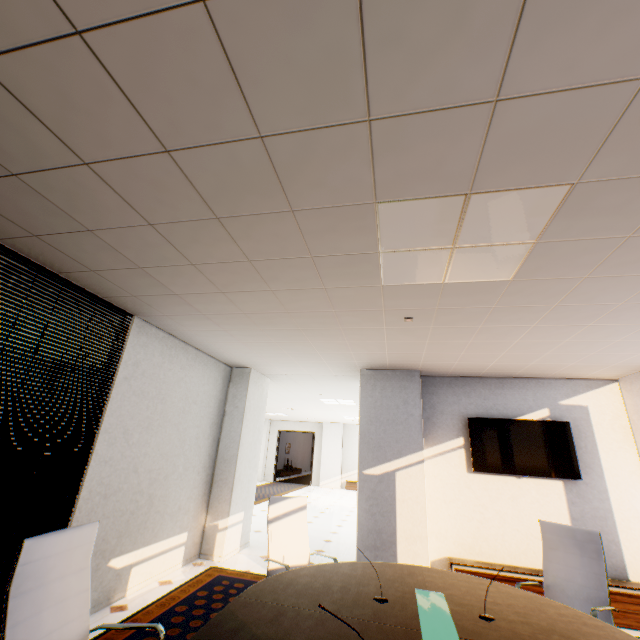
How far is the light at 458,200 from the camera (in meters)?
1.83

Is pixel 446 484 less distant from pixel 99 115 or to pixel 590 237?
pixel 590 237

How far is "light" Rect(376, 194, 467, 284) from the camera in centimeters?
183cm

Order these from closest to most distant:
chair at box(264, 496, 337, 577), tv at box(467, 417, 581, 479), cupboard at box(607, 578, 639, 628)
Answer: chair at box(264, 496, 337, 577)
cupboard at box(607, 578, 639, 628)
tv at box(467, 417, 581, 479)

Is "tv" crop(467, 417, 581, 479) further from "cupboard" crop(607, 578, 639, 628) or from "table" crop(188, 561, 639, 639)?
"table" crop(188, 561, 639, 639)

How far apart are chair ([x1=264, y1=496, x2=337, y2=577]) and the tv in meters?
2.9 m

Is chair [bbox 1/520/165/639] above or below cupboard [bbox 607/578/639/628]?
above

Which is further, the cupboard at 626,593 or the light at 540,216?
the cupboard at 626,593
